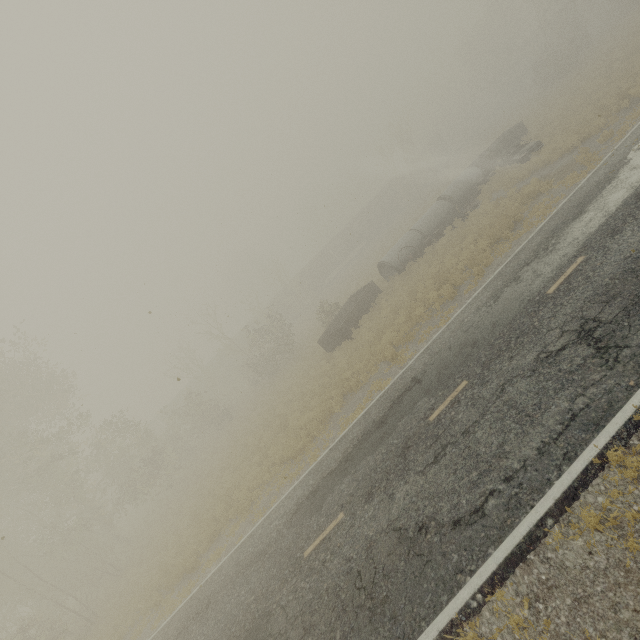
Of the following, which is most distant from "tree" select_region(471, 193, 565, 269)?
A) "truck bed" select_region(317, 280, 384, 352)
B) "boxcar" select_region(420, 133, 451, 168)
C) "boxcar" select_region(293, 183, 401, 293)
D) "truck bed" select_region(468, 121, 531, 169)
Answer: "boxcar" select_region(420, 133, 451, 168)

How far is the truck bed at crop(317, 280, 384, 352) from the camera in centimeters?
2128cm

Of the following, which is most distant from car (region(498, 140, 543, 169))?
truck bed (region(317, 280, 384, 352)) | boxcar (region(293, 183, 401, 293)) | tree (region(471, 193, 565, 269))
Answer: boxcar (region(293, 183, 401, 293))

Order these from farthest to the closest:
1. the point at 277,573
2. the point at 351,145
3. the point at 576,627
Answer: the point at 351,145 < the point at 277,573 < the point at 576,627

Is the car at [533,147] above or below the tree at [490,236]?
above

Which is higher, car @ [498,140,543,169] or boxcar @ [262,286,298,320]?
boxcar @ [262,286,298,320]

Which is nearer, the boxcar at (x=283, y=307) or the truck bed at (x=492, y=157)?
the truck bed at (x=492, y=157)

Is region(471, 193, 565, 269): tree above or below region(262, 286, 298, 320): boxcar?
below
